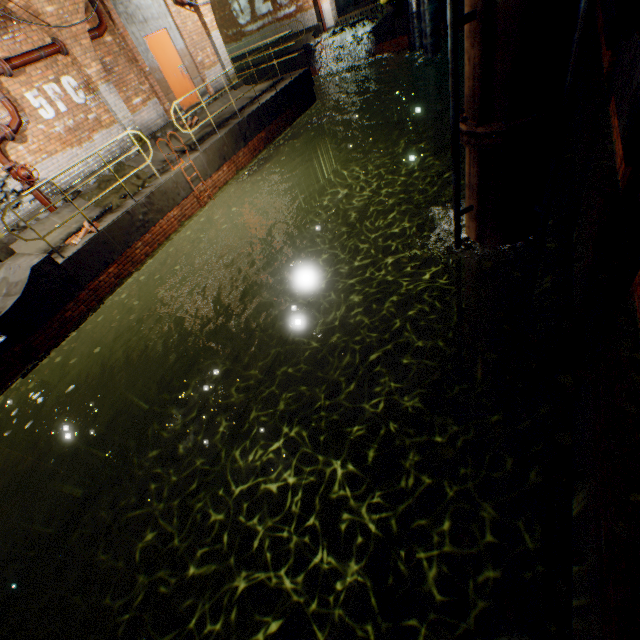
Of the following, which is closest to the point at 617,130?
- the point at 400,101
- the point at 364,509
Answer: the point at 364,509

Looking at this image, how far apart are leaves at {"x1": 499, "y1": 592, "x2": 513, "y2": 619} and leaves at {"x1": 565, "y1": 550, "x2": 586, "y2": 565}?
0.6m

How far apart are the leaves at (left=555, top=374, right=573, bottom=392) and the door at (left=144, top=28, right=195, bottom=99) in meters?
13.5

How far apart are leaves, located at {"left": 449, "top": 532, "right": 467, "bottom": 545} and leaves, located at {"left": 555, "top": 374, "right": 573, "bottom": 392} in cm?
169

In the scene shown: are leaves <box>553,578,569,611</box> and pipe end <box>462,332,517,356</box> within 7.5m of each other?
yes

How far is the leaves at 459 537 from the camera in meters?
2.7 m

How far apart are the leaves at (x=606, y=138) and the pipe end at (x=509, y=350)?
2.6m

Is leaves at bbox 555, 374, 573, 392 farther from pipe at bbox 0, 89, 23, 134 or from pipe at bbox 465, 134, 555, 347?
pipe at bbox 0, 89, 23, 134
